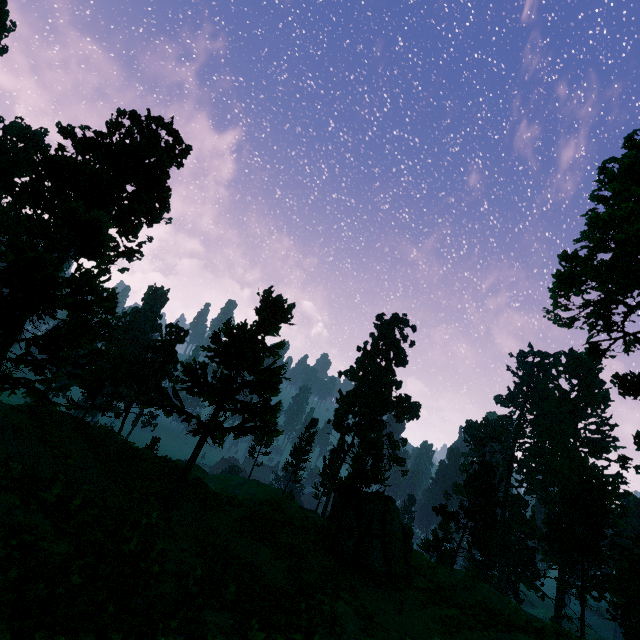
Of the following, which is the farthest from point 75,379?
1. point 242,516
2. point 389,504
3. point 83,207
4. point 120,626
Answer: point 389,504

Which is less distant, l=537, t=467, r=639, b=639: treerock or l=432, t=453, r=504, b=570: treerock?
l=537, t=467, r=639, b=639: treerock

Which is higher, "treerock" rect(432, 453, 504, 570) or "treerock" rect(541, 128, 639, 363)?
"treerock" rect(541, 128, 639, 363)

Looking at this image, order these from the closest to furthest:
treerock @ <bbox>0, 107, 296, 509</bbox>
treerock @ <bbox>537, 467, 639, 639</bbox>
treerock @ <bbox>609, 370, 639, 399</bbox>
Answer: treerock @ <bbox>0, 107, 296, 509</bbox>
treerock @ <bbox>609, 370, 639, 399</bbox>
treerock @ <bbox>537, 467, 639, 639</bbox>

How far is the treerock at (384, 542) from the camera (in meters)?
15.99

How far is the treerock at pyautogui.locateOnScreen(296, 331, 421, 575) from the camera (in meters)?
15.99
